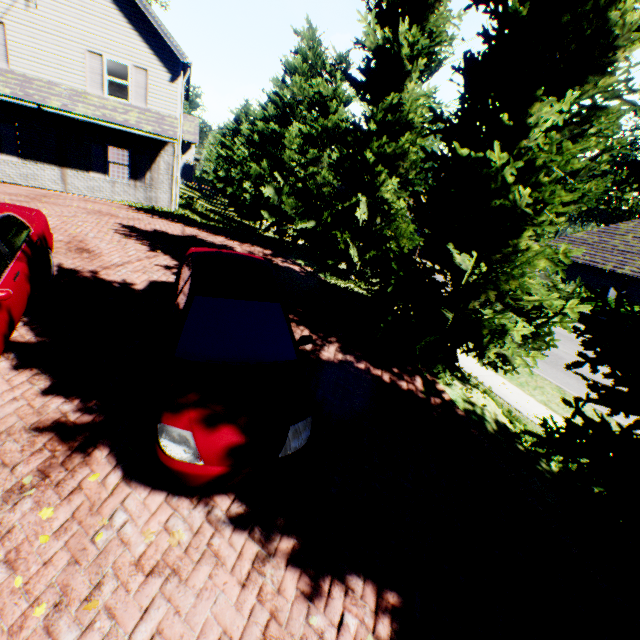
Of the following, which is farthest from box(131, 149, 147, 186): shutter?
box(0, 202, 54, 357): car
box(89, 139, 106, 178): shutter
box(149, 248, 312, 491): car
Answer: box(149, 248, 312, 491): car

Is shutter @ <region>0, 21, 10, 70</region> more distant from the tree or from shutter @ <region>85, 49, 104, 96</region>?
the tree

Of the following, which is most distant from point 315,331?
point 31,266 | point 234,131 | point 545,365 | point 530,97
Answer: point 234,131

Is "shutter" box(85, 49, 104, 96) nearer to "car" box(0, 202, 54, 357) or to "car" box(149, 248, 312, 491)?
"car" box(0, 202, 54, 357)

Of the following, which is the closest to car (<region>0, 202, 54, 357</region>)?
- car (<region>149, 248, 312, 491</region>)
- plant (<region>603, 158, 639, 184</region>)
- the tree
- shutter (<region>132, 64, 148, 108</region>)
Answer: car (<region>149, 248, 312, 491</region>)

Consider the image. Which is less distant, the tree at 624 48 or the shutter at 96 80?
the tree at 624 48

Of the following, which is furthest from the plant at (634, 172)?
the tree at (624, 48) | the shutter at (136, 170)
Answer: the shutter at (136, 170)

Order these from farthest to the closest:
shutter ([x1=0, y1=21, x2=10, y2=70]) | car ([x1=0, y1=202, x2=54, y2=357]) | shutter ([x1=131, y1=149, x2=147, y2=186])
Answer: shutter ([x1=131, y1=149, x2=147, y2=186]) < shutter ([x1=0, y1=21, x2=10, y2=70]) < car ([x1=0, y1=202, x2=54, y2=357])
